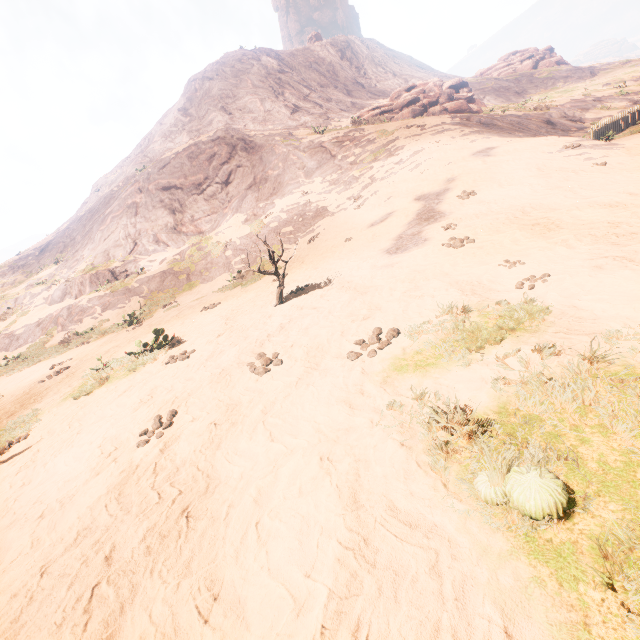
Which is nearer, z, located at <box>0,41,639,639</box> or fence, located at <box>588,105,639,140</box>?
z, located at <box>0,41,639,639</box>

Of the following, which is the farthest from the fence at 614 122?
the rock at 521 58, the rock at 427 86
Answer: the rock at 521 58

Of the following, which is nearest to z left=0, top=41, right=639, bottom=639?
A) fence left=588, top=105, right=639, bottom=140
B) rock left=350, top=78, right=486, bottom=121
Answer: fence left=588, top=105, right=639, bottom=140

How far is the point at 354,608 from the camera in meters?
1.9

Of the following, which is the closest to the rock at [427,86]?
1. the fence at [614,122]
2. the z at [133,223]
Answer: the z at [133,223]

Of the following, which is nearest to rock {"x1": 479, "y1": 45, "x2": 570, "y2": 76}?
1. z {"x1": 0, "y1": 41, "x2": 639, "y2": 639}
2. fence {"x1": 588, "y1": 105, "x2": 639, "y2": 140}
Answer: z {"x1": 0, "y1": 41, "x2": 639, "y2": 639}

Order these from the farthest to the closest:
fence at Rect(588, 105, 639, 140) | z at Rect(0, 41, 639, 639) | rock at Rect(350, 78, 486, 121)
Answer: rock at Rect(350, 78, 486, 121) → fence at Rect(588, 105, 639, 140) → z at Rect(0, 41, 639, 639)

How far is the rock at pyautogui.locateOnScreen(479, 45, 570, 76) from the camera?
52.69m
